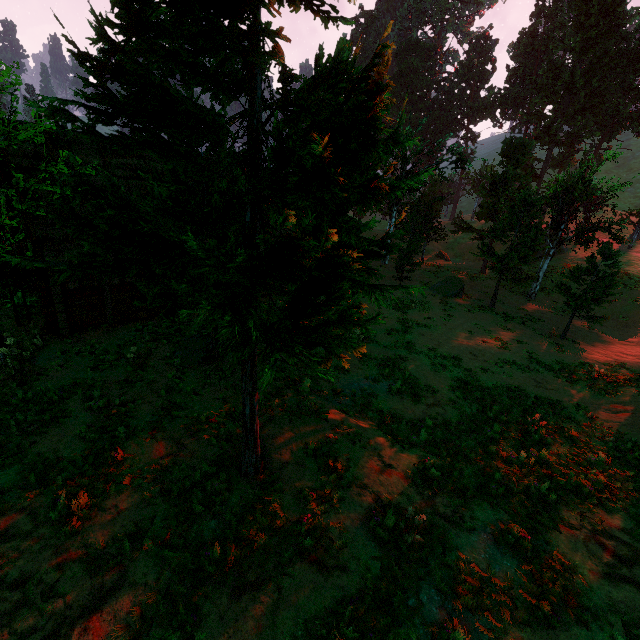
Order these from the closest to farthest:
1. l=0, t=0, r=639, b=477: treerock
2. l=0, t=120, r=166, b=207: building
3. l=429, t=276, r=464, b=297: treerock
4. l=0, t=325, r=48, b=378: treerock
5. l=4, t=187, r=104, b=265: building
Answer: l=0, t=0, r=639, b=477: treerock < l=0, t=325, r=48, b=378: treerock < l=4, t=187, r=104, b=265: building < l=0, t=120, r=166, b=207: building < l=429, t=276, r=464, b=297: treerock

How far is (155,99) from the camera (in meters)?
4.36

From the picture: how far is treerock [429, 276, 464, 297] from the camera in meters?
27.5

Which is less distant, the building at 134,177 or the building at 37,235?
the building at 37,235

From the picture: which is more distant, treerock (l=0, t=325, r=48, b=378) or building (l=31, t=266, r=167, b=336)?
building (l=31, t=266, r=167, b=336)

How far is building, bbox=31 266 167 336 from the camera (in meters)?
12.63
